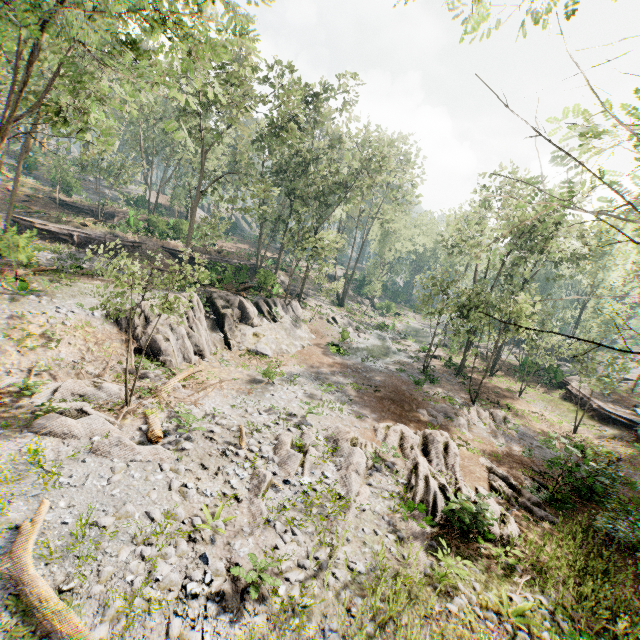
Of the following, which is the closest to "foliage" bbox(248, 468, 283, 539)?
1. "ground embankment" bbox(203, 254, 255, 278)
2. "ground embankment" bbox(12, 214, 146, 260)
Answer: "ground embankment" bbox(203, 254, 255, 278)

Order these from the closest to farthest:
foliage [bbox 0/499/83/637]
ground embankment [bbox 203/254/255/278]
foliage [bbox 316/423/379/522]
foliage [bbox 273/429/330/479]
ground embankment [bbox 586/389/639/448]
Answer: foliage [bbox 0/499/83/637], foliage [bbox 316/423/379/522], foliage [bbox 273/429/330/479], ground embankment [bbox 586/389/639/448], ground embankment [bbox 203/254/255/278]

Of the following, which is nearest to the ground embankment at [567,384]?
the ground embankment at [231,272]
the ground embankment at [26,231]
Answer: the ground embankment at [231,272]

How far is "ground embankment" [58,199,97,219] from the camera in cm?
4091

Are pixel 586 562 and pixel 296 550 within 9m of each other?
no

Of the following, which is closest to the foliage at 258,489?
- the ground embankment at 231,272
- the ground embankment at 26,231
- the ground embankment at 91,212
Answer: the ground embankment at 231,272

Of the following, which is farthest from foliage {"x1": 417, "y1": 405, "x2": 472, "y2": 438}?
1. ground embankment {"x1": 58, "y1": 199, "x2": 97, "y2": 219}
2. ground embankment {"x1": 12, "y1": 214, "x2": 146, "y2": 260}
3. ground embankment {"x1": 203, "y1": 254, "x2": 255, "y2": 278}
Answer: ground embankment {"x1": 58, "y1": 199, "x2": 97, "y2": 219}

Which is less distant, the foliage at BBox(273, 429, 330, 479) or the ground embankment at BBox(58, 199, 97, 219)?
the foliage at BBox(273, 429, 330, 479)
